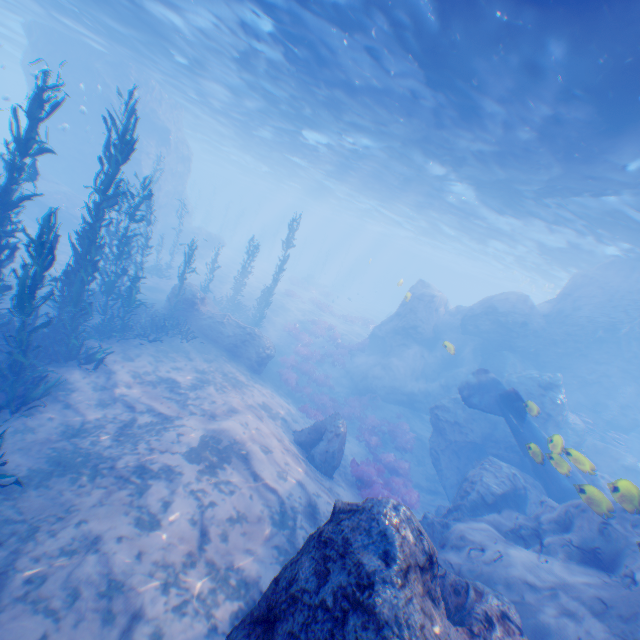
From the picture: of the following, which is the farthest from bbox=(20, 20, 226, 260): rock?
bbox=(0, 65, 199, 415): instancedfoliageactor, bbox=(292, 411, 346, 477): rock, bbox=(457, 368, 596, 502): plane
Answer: bbox=(0, 65, 199, 415): instancedfoliageactor

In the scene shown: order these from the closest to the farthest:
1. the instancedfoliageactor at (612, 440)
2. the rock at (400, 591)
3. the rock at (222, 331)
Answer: the rock at (400, 591) < the rock at (222, 331) < the instancedfoliageactor at (612, 440)

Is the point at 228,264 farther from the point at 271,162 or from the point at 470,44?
the point at 470,44

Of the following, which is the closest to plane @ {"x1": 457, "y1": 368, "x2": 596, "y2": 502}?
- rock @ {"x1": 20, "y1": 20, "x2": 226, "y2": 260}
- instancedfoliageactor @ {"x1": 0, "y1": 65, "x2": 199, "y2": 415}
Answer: rock @ {"x1": 20, "y1": 20, "x2": 226, "y2": 260}

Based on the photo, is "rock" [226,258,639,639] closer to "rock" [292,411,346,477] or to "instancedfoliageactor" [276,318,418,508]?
"instancedfoliageactor" [276,318,418,508]

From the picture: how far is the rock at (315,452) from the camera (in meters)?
A: 11.30

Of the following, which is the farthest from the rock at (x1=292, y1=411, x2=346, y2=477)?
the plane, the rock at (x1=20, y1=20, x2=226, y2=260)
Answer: the plane

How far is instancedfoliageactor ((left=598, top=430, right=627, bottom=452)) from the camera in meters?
18.2 m
